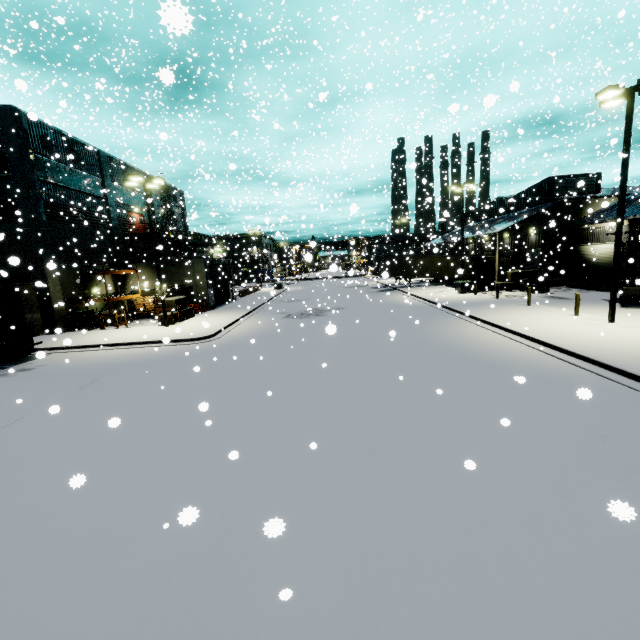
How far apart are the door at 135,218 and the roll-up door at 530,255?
37.75m

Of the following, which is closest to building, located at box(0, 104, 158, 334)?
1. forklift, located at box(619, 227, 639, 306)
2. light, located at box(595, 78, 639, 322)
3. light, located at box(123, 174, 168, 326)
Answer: forklift, located at box(619, 227, 639, 306)

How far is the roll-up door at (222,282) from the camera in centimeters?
3287cm

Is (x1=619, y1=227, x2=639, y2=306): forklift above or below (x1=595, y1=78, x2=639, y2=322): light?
below

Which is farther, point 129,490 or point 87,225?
point 87,225

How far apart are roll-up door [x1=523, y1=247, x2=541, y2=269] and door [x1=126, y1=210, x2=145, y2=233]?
37.8m

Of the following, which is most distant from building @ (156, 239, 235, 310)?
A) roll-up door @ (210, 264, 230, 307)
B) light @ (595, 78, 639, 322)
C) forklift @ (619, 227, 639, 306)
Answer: light @ (595, 78, 639, 322)

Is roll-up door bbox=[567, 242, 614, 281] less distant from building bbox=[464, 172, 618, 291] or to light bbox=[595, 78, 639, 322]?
building bbox=[464, 172, 618, 291]
